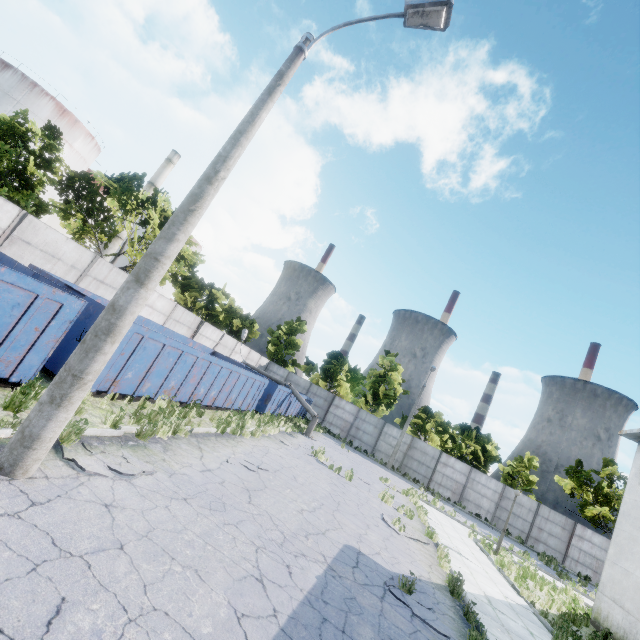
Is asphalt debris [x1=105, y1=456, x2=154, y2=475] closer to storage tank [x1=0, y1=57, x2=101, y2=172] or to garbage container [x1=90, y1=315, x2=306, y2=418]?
garbage container [x1=90, y1=315, x2=306, y2=418]

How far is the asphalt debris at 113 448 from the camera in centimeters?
612cm

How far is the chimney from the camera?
48.50m

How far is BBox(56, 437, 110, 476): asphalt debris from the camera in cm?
535

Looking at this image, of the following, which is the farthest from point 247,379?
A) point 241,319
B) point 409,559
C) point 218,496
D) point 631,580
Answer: point 631,580

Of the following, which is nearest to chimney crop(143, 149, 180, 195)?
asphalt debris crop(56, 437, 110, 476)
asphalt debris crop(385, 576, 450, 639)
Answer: asphalt debris crop(56, 437, 110, 476)

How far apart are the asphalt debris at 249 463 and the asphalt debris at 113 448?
3.0m
